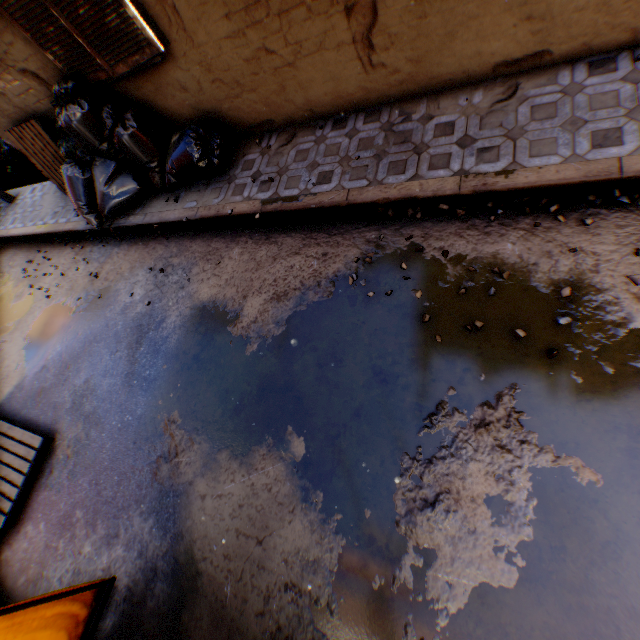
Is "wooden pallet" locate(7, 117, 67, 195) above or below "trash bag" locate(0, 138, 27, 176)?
above

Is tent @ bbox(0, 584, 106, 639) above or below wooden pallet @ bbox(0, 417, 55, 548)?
above

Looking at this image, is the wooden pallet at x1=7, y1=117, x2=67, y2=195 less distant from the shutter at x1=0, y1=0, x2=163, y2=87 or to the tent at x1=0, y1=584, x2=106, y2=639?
the shutter at x1=0, y1=0, x2=163, y2=87

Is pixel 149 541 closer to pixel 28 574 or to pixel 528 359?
pixel 28 574

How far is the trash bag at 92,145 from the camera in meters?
4.3

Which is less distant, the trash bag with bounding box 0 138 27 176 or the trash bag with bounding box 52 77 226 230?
the trash bag with bounding box 52 77 226 230

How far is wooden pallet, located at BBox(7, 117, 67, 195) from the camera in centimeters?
521cm

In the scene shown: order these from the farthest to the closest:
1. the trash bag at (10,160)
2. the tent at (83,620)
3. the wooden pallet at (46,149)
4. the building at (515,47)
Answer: the trash bag at (10,160), the wooden pallet at (46,149), the building at (515,47), the tent at (83,620)
